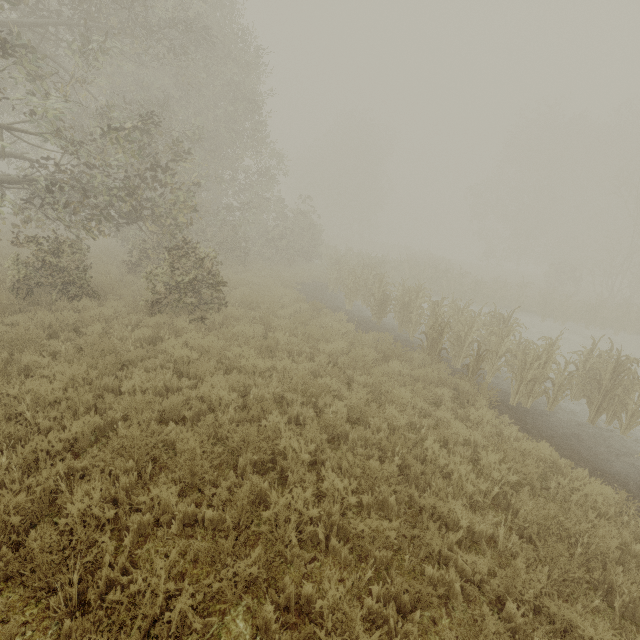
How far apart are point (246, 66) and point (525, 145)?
36.42m
